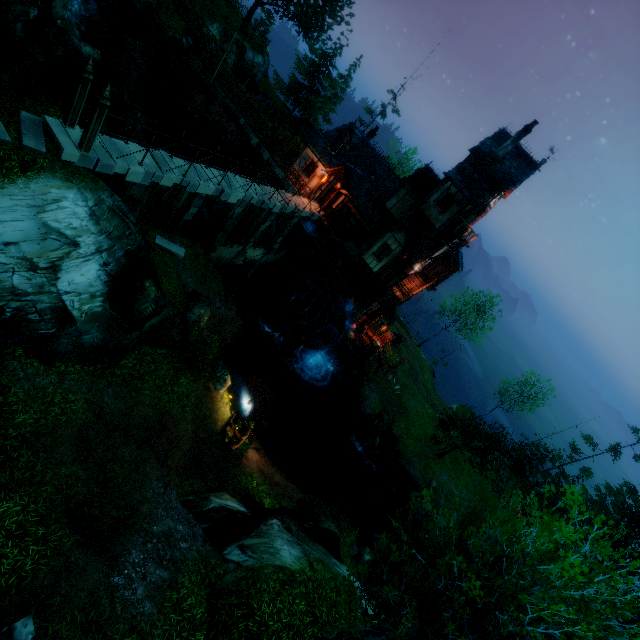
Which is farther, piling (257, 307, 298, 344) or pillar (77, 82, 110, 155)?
piling (257, 307, 298, 344)

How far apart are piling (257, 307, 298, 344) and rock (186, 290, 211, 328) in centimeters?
872cm

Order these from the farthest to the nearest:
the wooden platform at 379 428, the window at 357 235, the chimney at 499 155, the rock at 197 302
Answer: the window at 357 235 < the wooden platform at 379 428 < the chimney at 499 155 < the rock at 197 302

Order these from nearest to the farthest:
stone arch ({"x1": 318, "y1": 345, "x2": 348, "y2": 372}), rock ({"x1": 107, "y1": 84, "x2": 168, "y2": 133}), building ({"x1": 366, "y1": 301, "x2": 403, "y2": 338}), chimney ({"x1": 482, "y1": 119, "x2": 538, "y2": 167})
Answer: chimney ({"x1": 482, "y1": 119, "x2": 538, "y2": 167}), rock ({"x1": 107, "y1": 84, "x2": 168, "y2": 133}), stone arch ({"x1": 318, "y1": 345, "x2": 348, "y2": 372}), building ({"x1": 366, "y1": 301, "x2": 403, "y2": 338})

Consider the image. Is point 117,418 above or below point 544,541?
below

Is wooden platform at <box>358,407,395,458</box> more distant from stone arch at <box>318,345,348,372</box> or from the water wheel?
the water wheel

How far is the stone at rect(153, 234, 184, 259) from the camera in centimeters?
1717cm

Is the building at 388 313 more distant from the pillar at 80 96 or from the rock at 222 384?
the pillar at 80 96
